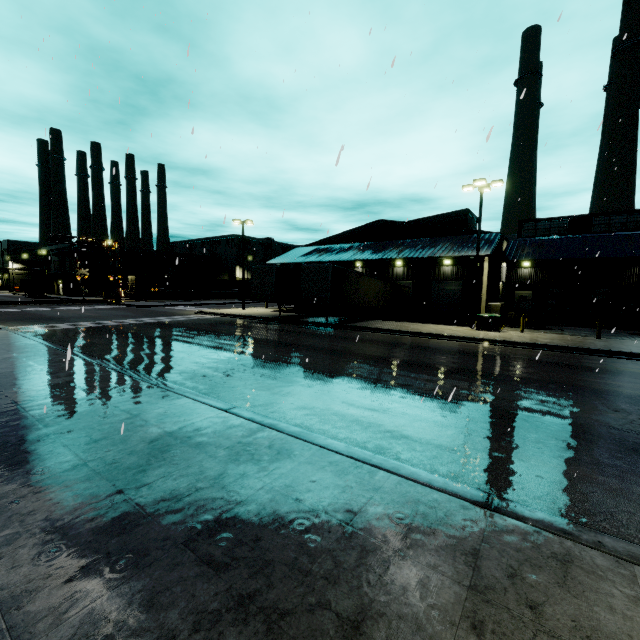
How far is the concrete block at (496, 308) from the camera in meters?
25.1

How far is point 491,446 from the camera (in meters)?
6.04

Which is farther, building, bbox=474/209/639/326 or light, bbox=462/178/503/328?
building, bbox=474/209/639/326

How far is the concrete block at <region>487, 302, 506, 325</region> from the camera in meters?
25.1

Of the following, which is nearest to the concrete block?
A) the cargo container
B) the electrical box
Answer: the electrical box

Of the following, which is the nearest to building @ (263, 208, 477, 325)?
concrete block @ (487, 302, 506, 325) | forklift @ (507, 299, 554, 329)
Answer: concrete block @ (487, 302, 506, 325)

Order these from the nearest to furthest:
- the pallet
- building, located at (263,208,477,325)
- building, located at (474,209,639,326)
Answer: the pallet, building, located at (474,209,639,326), building, located at (263,208,477,325)

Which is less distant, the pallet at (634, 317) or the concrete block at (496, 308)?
the pallet at (634, 317)
